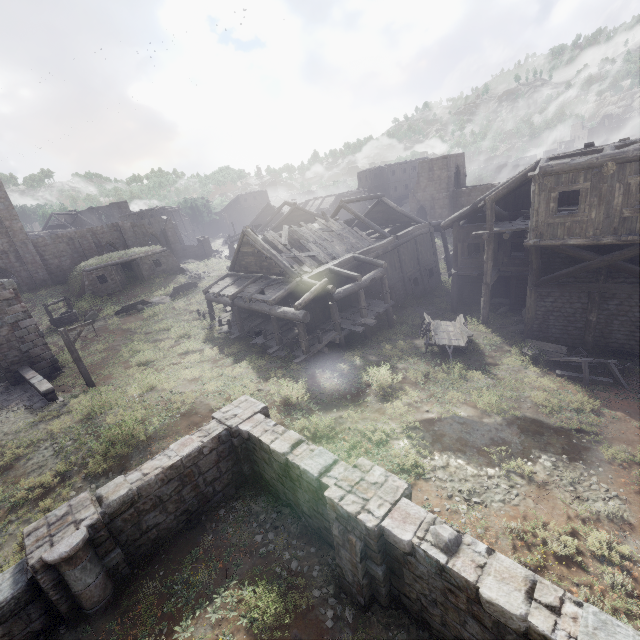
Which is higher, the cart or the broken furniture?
the cart

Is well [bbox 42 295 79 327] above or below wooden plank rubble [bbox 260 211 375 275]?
below

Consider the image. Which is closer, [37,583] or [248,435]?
[37,583]

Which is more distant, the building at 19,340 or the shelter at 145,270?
the shelter at 145,270

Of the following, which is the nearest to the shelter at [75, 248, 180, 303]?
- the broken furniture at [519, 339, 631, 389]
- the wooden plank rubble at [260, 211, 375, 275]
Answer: the wooden plank rubble at [260, 211, 375, 275]

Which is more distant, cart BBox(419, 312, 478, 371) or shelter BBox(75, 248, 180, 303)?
shelter BBox(75, 248, 180, 303)

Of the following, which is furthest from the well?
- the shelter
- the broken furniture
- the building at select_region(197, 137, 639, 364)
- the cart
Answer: the broken furniture

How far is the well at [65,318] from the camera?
25.48m
